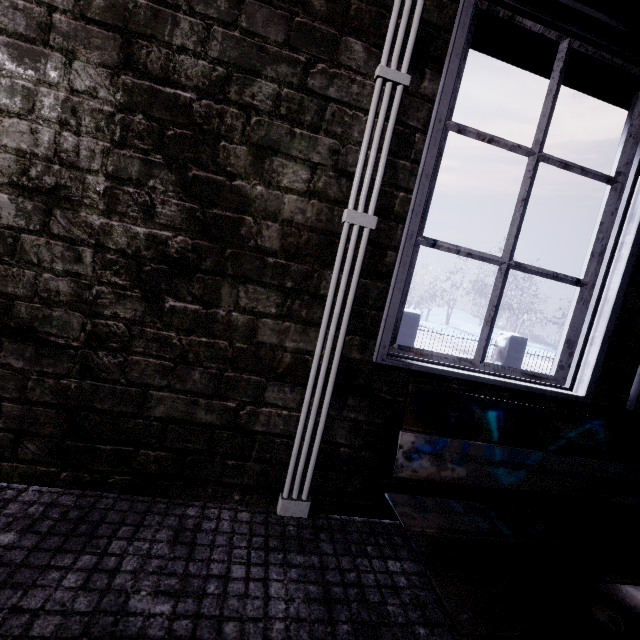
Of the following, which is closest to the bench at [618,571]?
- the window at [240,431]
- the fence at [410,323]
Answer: the window at [240,431]

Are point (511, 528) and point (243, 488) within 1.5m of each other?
yes

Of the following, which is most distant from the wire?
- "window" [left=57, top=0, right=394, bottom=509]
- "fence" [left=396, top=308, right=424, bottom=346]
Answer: "fence" [left=396, top=308, right=424, bottom=346]

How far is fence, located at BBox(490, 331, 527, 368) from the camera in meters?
6.8

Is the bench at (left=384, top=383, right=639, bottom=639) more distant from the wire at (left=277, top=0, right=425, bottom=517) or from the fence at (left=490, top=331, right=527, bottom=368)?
the fence at (left=490, top=331, right=527, bottom=368)

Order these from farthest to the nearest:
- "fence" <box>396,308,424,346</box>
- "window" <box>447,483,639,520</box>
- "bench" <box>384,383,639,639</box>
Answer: "fence" <box>396,308,424,346</box>
"window" <box>447,483,639,520</box>
"bench" <box>384,383,639,639</box>

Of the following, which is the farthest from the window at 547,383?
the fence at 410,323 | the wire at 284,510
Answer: the fence at 410,323
